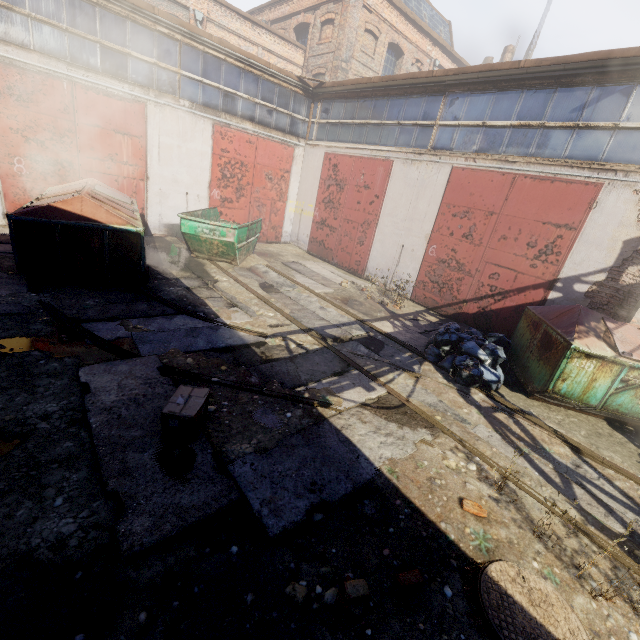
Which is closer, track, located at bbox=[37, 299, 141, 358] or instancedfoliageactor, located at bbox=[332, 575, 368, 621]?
instancedfoliageactor, located at bbox=[332, 575, 368, 621]

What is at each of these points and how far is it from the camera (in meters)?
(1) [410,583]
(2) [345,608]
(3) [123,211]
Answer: (1) instancedfoliageactor, 2.74
(2) instancedfoliageactor, 2.47
(3) trash container, 7.47

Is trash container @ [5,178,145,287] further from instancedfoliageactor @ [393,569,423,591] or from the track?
instancedfoliageactor @ [393,569,423,591]

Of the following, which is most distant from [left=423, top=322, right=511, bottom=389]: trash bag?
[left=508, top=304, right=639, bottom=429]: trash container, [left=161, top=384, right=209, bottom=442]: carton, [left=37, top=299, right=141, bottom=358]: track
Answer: [left=37, top=299, right=141, bottom=358]: track

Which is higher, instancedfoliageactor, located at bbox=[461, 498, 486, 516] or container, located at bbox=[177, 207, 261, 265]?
container, located at bbox=[177, 207, 261, 265]

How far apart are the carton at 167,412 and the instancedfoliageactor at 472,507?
3.1 meters

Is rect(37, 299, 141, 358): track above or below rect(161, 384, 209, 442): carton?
below

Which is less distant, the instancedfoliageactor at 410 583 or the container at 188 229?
the instancedfoliageactor at 410 583
